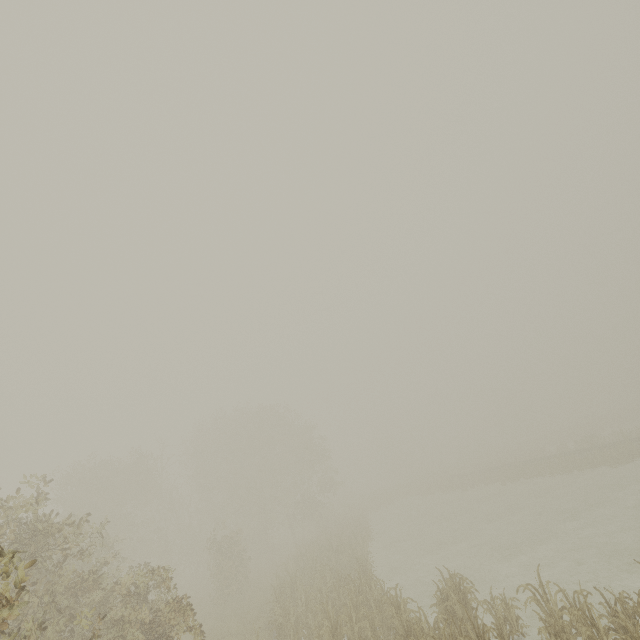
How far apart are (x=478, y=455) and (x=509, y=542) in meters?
42.9
